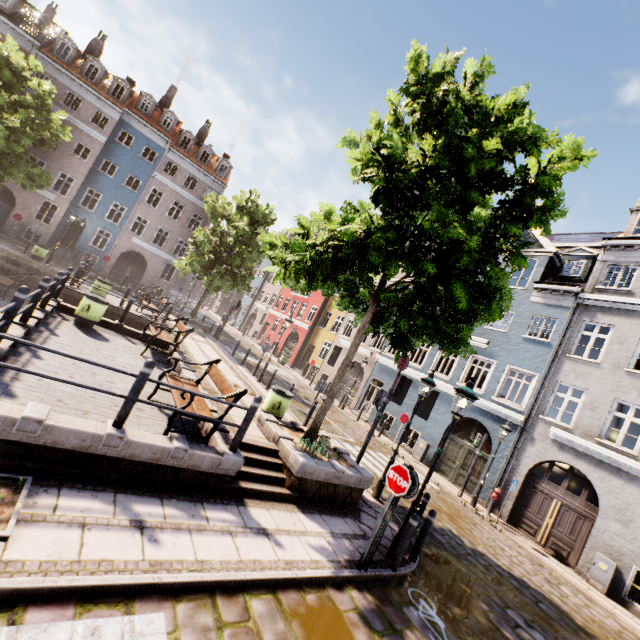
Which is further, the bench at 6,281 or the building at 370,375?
the building at 370,375

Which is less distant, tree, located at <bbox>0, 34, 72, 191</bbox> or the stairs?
the stairs

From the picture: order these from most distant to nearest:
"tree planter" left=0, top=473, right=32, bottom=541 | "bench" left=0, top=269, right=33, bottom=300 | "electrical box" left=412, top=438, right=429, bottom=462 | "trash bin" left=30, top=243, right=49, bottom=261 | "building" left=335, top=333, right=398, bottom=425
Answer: "building" left=335, top=333, right=398, bottom=425
"trash bin" left=30, top=243, right=49, bottom=261
"electrical box" left=412, top=438, right=429, bottom=462
"bench" left=0, top=269, right=33, bottom=300
"tree planter" left=0, top=473, right=32, bottom=541

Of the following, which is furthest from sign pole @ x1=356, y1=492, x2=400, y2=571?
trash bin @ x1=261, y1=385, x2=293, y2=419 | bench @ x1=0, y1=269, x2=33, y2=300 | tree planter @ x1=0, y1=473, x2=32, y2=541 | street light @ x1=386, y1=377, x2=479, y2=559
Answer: bench @ x1=0, y1=269, x2=33, y2=300

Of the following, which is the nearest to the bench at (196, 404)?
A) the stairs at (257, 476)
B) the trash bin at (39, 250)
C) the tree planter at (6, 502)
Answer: the stairs at (257, 476)

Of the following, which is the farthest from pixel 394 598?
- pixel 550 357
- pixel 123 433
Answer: pixel 550 357

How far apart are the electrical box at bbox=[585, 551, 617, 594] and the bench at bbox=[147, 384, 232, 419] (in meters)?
13.64

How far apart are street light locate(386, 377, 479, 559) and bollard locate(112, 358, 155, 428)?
5.5m
